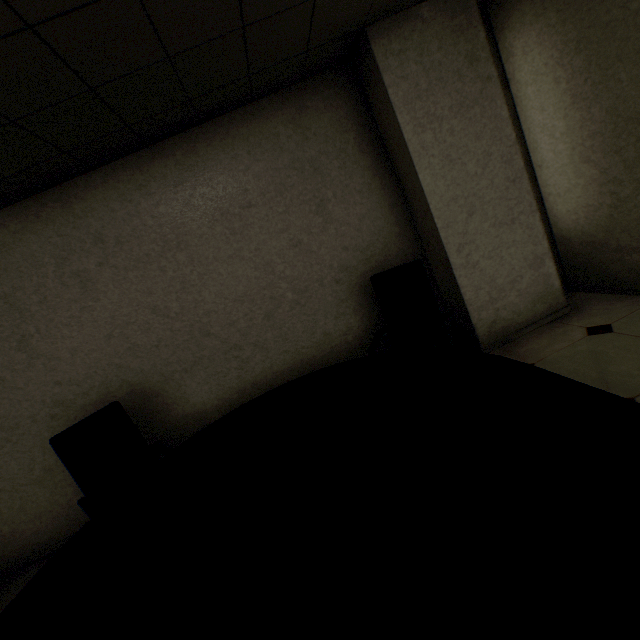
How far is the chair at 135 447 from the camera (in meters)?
2.25

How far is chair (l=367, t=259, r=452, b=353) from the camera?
2.6 meters

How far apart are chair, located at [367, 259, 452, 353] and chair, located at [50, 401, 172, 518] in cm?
166

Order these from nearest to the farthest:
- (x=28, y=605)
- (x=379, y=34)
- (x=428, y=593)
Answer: (x=428, y=593) < (x=28, y=605) < (x=379, y=34)

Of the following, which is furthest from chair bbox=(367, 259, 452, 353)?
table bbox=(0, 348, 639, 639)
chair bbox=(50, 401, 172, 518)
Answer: chair bbox=(50, 401, 172, 518)

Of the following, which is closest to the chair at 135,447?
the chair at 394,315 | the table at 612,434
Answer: the table at 612,434

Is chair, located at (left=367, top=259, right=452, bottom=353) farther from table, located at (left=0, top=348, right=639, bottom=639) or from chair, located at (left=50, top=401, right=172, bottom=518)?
chair, located at (left=50, top=401, right=172, bottom=518)
